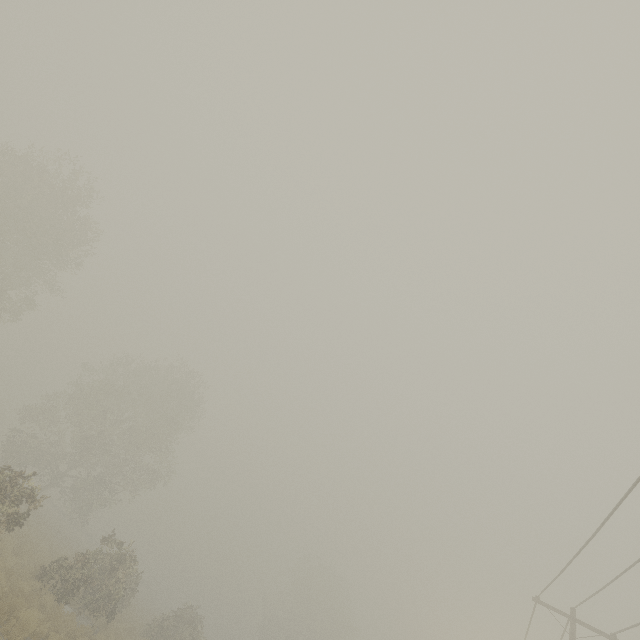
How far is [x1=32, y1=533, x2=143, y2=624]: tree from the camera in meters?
16.2

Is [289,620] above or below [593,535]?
below

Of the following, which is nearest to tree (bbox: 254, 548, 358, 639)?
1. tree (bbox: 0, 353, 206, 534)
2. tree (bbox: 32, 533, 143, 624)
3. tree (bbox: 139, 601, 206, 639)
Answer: tree (bbox: 139, 601, 206, 639)

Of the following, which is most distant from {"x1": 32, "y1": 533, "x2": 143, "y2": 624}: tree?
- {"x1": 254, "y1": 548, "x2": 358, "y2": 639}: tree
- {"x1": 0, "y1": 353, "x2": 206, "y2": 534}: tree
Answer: {"x1": 254, "y1": 548, "x2": 358, "y2": 639}: tree

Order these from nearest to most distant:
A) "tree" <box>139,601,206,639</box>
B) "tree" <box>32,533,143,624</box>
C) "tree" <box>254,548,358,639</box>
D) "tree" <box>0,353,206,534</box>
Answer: "tree" <box>32,533,143,624</box>, "tree" <box>139,601,206,639</box>, "tree" <box>0,353,206,534</box>, "tree" <box>254,548,358,639</box>

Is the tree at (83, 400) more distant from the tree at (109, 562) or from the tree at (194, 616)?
the tree at (194, 616)

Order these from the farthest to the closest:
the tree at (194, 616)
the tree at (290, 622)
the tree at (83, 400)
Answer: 1. the tree at (290, 622)
2. the tree at (83, 400)
3. the tree at (194, 616)
